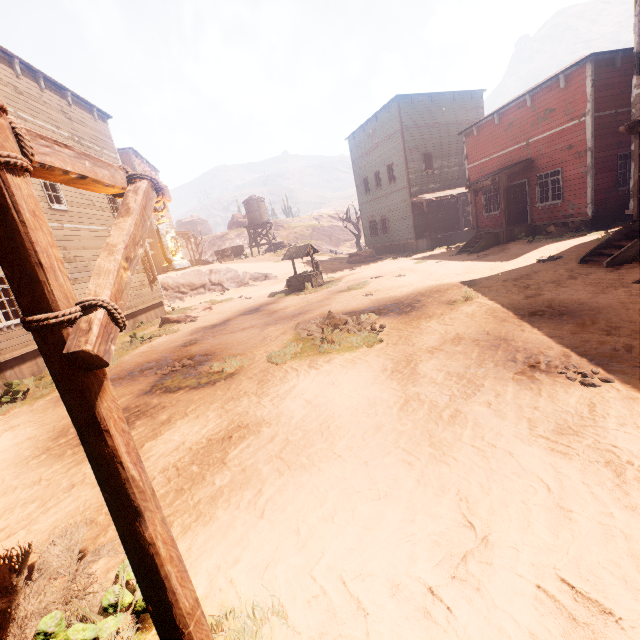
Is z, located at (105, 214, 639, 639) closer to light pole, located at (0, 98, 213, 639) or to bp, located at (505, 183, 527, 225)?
light pole, located at (0, 98, 213, 639)

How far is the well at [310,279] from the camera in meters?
17.1

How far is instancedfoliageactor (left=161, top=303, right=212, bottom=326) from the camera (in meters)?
14.81

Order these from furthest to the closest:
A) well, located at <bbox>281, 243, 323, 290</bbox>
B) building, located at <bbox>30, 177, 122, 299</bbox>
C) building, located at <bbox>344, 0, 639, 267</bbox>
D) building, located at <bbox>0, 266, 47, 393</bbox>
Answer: well, located at <bbox>281, 243, 323, 290</bbox>
building, located at <bbox>344, 0, 639, 267</bbox>
building, located at <bbox>30, 177, 122, 299</bbox>
building, located at <bbox>0, 266, 47, 393</bbox>

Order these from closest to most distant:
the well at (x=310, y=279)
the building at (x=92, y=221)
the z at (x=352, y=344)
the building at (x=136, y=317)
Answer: the z at (x=352, y=344)
the building at (x=92, y=221)
the building at (x=136, y=317)
the well at (x=310, y=279)

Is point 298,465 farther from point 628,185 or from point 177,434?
point 628,185

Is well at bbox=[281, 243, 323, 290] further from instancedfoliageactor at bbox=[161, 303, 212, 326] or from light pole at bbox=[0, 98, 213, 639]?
light pole at bbox=[0, 98, 213, 639]

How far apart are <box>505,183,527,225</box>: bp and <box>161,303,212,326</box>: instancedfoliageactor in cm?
1739
